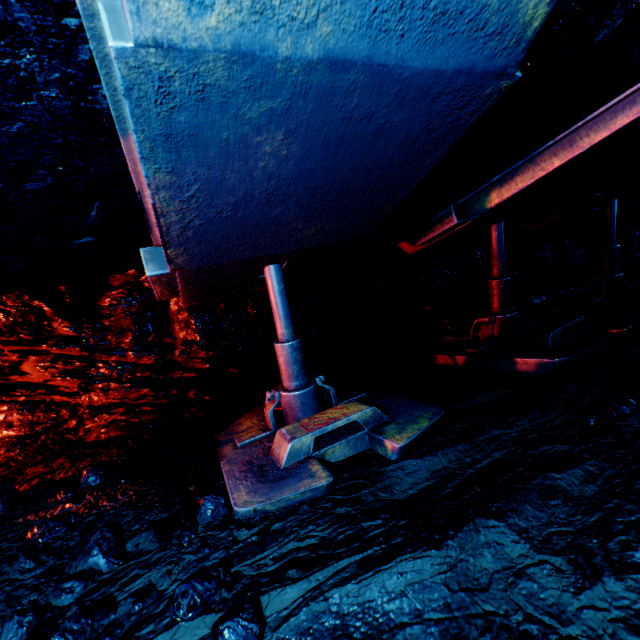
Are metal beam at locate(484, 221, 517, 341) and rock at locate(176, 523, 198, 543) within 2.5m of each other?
no

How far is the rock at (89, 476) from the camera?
2.7 meters

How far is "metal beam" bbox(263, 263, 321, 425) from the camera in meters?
2.8

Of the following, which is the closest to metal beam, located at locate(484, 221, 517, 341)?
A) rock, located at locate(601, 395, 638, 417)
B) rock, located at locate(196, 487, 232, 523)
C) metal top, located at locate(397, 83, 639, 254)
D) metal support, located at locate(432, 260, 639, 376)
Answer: metal support, located at locate(432, 260, 639, 376)

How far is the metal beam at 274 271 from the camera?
2.8 meters

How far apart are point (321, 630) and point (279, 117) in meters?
2.0 m

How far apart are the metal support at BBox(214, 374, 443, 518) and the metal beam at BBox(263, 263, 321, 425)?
0.0 meters

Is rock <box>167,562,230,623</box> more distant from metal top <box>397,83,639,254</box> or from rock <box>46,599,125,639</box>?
metal top <box>397,83,639,254</box>
